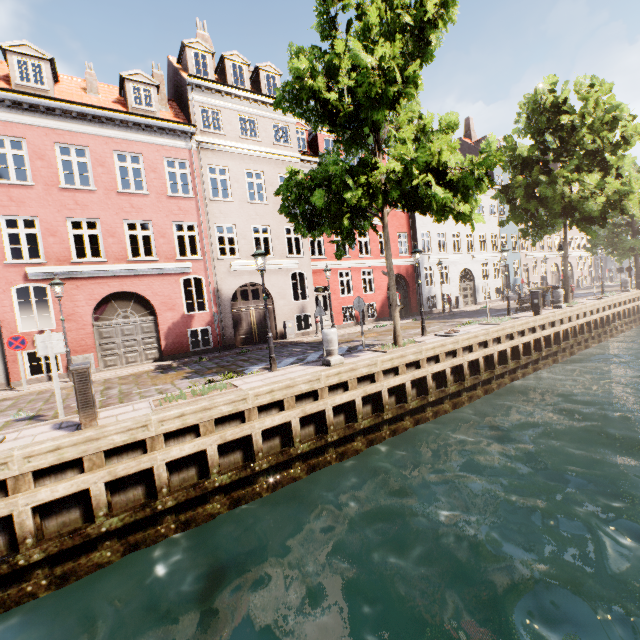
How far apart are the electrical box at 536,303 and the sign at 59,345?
18.7m

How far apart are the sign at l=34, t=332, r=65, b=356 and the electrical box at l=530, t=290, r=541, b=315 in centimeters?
1874cm

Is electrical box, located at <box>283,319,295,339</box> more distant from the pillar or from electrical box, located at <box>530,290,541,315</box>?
electrical box, located at <box>530,290,541,315</box>

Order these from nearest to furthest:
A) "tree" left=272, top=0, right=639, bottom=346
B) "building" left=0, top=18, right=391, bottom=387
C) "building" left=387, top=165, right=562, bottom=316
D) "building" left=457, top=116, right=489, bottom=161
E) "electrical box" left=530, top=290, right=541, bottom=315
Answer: "tree" left=272, top=0, right=639, bottom=346 → "building" left=0, top=18, right=391, bottom=387 → "electrical box" left=530, top=290, right=541, bottom=315 → "building" left=387, top=165, right=562, bottom=316 → "building" left=457, top=116, right=489, bottom=161

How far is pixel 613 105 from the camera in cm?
1591

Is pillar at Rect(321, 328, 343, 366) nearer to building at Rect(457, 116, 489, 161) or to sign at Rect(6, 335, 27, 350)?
sign at Rect(6, 335, 27, 350)

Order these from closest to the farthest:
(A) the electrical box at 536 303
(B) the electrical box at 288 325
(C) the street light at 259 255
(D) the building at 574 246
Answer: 1. (C) the street light at 259 255
2. (A) the electrical box at 536 303
3. (B) the electrical box at 288 325
4. (D) the building at 574 246

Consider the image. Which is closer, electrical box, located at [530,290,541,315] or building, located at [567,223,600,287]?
electrical box, located at [530,290,541,315]
